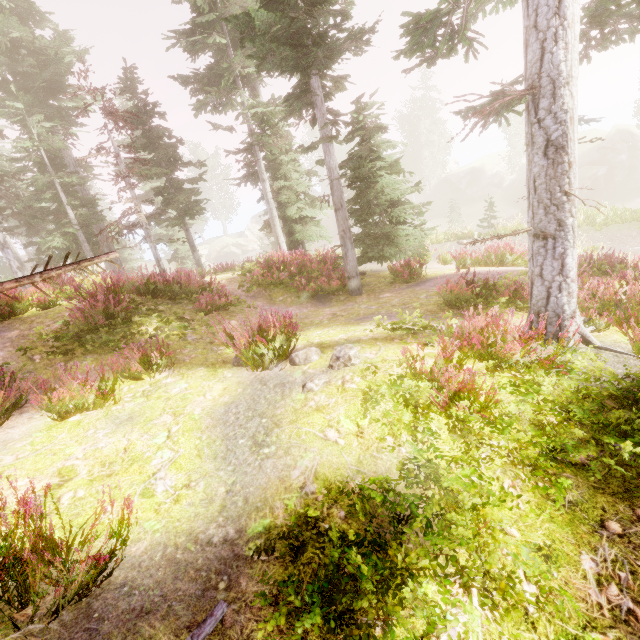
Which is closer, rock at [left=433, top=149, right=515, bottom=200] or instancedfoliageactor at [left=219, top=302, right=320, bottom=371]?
instancedfoliageactor at [left=219, top=302, right=320, bottom=371]

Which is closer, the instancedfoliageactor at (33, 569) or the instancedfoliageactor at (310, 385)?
the instancedfoliageactor at (33, 569)

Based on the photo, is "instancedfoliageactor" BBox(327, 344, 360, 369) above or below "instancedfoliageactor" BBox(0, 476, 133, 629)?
below

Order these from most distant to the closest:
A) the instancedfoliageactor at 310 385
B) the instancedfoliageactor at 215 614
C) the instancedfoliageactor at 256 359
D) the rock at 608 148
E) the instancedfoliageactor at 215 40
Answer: the rock at 608 148 < the instancedfoliageactor at 256 359 < the instancedfoliageactor at 310 385 < the instancedfoliageactor at 215 40 < the instancedfoliageactor at 215 614

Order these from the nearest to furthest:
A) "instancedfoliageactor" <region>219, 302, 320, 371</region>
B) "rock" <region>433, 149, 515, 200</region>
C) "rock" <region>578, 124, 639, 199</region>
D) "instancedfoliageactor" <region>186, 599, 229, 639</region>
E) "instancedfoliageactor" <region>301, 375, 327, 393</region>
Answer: "instancedfoliageactor" <region>186, 599, 229, 639</region>, "instancedfoliageactor" <region>301, 375, 327, 393</region>, "instancedfoliageactor" <region>219, 302, 320, 371</region>, "rock" <region>578, 124, 639, 199</region>, "rock" <region>433, 149, 515, 200</region>

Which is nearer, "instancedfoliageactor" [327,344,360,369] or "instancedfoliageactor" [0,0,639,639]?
"instancedfoliageactor" [0,0,639,639]

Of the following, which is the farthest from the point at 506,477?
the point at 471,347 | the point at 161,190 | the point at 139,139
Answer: the point at 161,190
